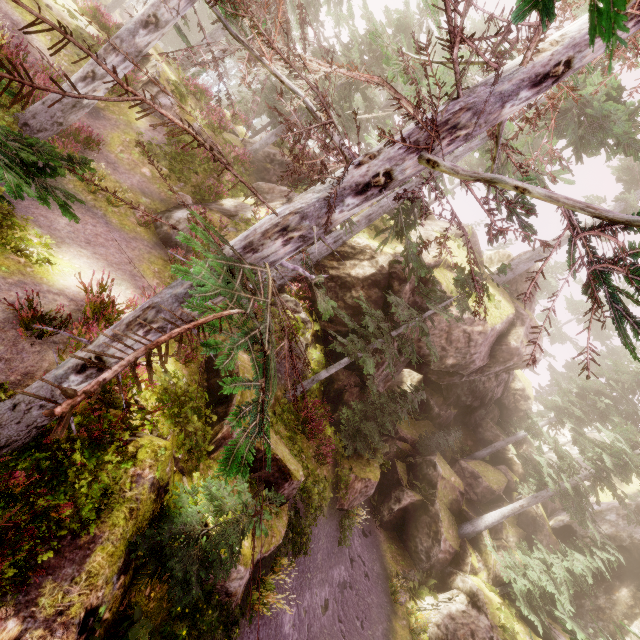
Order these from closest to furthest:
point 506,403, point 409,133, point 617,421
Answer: point 409,133 → point 617,421 → point 506,403

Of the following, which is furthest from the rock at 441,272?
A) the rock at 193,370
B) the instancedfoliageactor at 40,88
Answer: the rock at 193,370

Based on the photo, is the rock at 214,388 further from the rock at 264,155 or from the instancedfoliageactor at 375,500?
the rock at 264,155

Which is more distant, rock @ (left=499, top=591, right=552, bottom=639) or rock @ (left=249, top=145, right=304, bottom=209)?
rock @ (left=249, top=145, right=304, bottom=209)

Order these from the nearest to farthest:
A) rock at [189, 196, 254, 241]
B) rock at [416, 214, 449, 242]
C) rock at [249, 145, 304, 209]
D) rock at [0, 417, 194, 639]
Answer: rock at [0, 417, 194, 639]
rock at [189, 196, 254, 241]
rock at [249, 145, 304, 209]
rock at [416, 214, 449, 242]

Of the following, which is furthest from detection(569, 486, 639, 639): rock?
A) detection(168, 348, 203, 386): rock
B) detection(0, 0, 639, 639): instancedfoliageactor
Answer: detection(168, 348, 203, 386): rock

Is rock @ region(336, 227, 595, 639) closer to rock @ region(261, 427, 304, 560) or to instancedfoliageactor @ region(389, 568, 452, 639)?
instancedfoliageactor @ region(389, 568, 452, 639)
